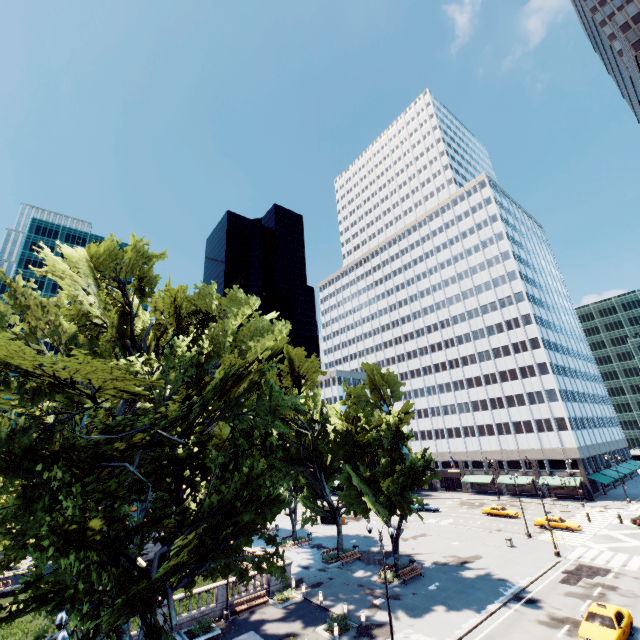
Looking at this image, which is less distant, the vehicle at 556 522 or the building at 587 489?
the vehicle at 556 522

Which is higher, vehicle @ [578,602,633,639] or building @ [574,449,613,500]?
building @ [574,449,613,500]

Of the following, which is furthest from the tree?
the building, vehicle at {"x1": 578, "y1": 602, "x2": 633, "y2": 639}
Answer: vehicle at {"x1": 578, "y1": 602, "x2": 633, "y2": 639}

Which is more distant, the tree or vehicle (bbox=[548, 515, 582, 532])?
vehicle (bbox=[548, 515, 582, 532])

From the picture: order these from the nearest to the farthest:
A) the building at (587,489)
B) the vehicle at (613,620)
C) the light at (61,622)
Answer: the light at (61,622) < the vehicle at (613,620) < the building at (587,489)

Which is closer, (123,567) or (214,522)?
(123,567)

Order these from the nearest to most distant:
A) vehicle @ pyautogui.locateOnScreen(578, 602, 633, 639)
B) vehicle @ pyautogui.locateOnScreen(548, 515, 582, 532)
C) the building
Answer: vehicle @ pyautogui.locateOnScreen(578, 602, 633, 639) → vehicle @ pyautogui.locateOnScreen(548, 515, 582, 532) → the building

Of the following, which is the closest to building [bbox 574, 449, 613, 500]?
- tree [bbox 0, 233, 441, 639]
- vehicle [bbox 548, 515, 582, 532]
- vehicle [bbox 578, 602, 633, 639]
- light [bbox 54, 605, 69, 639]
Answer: tree [bbox 0, 233, 441, 639]
